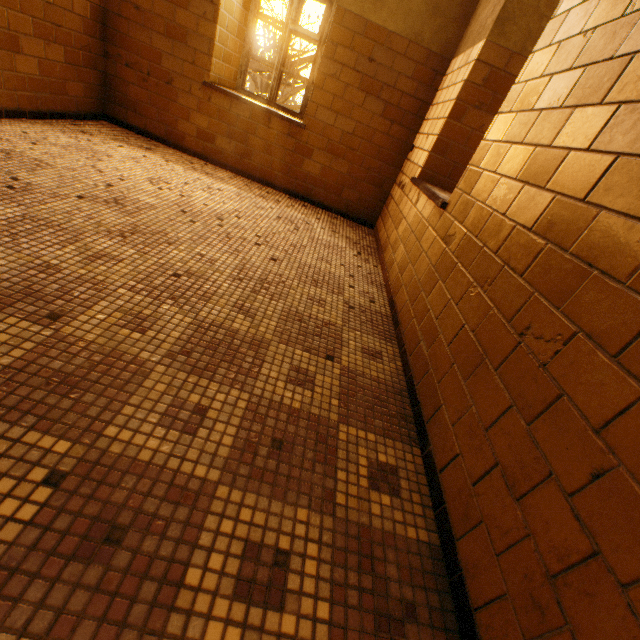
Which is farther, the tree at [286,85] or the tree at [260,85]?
the tree at [260,85]

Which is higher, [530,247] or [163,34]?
[163,34]

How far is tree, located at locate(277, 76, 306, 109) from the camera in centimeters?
918cm

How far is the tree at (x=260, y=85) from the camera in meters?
9.7 m

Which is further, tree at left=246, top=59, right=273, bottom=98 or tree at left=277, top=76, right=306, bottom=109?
tree at left=246, top=59, right=273, bottom=98
